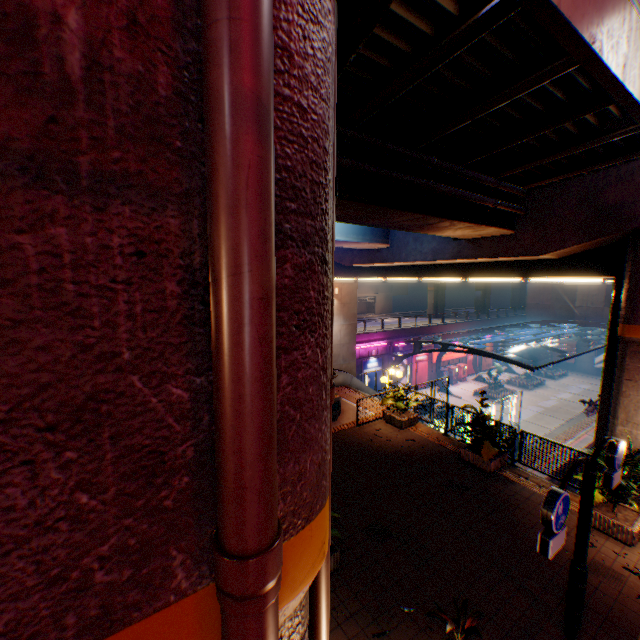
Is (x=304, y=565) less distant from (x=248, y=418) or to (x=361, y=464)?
(x=248, y=418)

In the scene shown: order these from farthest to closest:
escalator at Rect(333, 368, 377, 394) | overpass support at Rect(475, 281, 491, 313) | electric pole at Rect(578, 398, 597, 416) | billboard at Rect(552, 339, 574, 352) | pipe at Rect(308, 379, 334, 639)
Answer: overpass support at Rect(475, 281, 491, 313) → billboard at Rect(552, 339, 574, 352) → escalator at Rect(333, 368, 377, 394) → electric pole at Rect(578, 398, 597, 416) → pipe at Rect(308, 379, 334, 639)

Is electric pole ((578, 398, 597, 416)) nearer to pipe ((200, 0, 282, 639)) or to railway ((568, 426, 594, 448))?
railway ((568, 426, 594, 448))

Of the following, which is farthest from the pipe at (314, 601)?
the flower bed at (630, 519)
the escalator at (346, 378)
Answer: the escalator at (346, 378)

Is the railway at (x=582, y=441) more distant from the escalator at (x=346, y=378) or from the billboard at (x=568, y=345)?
the billboard at (x=568, y=345)

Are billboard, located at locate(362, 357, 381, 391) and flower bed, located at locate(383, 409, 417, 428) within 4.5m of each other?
no

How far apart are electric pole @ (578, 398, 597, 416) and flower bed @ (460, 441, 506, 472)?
8.9m

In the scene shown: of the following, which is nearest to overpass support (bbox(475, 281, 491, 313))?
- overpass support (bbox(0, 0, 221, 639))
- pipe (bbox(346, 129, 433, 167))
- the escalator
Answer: overpass support (bbox(0, 0, 221, 639))
